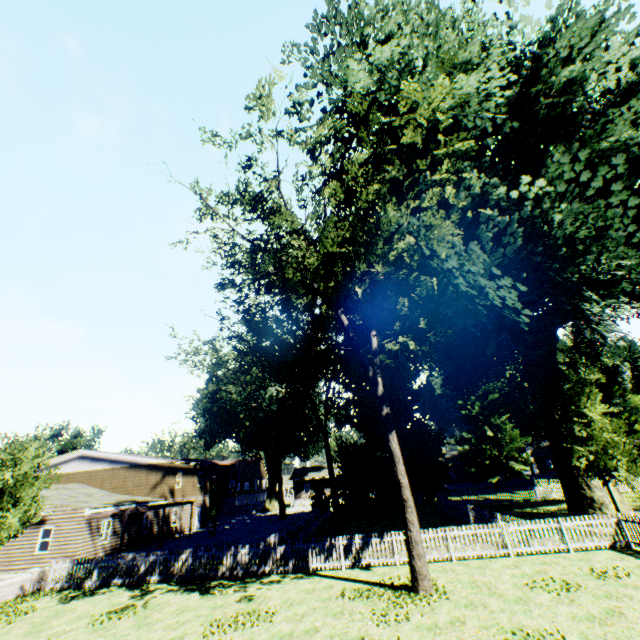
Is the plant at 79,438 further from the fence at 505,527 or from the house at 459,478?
the house at 459,478

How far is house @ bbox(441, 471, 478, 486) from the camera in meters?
59.2 m

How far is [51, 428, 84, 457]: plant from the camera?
48.8m

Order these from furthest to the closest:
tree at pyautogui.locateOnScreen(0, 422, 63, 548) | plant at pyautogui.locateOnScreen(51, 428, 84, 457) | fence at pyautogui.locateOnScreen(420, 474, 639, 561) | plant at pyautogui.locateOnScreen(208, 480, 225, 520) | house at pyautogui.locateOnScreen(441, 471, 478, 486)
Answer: house at pyautogui.locateOnScreen(441, 471, 478, 486)
plant at pyautogui.locateOnScreen(51, 428, 84, 457)
plant at pyautogui.locateOnScreen(208, 480, 225, 520)
tree at pyautogui.locateOnScreen(0, 422, 63, 548)
fence at pyautogui.locateOnScreen(420, 474, 639, 561)

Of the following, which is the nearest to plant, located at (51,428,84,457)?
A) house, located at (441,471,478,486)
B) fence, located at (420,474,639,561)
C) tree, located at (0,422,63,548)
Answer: fence, located at (420,474,639,561)

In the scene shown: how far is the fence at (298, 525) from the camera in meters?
15.0 m

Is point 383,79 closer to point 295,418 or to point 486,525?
point 486,525

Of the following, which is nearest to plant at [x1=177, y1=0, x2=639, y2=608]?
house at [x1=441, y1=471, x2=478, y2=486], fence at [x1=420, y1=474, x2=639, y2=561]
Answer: fence at [x1=420, y1=474, x2=639, y2=561]
